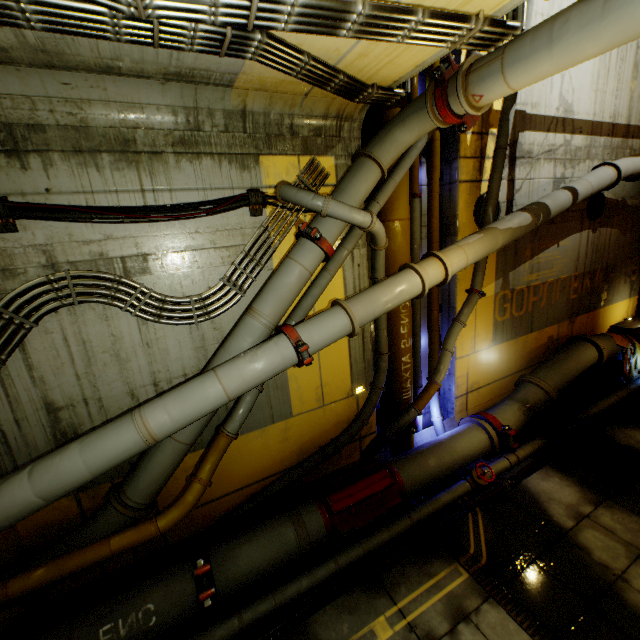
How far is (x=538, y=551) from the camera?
5.1 meters

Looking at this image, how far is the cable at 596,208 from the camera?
9.0m

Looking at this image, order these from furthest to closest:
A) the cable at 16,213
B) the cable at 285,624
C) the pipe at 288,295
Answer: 1. the cable at 285,624
2. the cable at 16,213
3. the pipe at 288,295

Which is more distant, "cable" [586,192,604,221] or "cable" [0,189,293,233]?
"cable" [586,192,604,221]

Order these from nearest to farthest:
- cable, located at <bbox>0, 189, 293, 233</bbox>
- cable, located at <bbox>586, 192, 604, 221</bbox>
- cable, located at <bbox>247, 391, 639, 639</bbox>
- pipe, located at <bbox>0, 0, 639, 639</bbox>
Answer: pipe, located at <bbox>0, 0, 639, 639</bbox> → cable, located at <bbox>0, 189, 293, 233</bbox> → cable, located at <bbox>247, 391, 639, 639</bbox> → cable, located at <bbox>586, 192, 604, 221</bbox>

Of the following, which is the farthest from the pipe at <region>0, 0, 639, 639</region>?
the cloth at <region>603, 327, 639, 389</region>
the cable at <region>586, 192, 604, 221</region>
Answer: the cable at <region>586, 192, 604, 221</region>

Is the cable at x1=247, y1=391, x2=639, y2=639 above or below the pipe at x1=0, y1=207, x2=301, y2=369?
below
